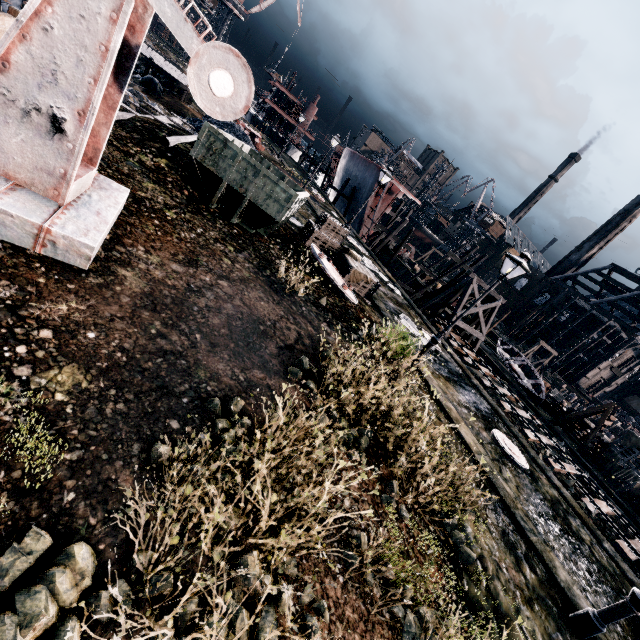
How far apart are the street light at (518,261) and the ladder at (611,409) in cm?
1912

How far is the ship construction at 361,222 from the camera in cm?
3572

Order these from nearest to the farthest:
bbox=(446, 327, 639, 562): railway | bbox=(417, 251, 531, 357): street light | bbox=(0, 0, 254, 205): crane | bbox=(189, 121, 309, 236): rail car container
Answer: bbox=(0, 0, 254, 205): crane, bbox=(189, 121, 309, 236): rail car container, bbox=(417, 251, 531, 357): street light, bbox=(446, 327, 639, 562): railway

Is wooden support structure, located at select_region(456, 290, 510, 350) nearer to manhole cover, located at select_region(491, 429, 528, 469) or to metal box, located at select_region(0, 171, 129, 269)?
manhole cover, located at select_region(491, 429, 528, 469)

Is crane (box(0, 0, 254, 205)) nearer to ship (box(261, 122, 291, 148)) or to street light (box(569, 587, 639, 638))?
street light (box(569, 587, 639, 638))

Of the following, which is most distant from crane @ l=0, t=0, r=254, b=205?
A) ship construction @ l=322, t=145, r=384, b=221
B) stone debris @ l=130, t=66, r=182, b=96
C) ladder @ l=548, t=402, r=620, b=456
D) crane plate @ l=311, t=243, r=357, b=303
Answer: ship construction @ l=322, t=145, r=384, b=221

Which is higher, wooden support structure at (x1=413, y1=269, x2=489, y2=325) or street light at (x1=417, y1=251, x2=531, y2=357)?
street light at (x1=417, y1=251, x2=531, y2=357)

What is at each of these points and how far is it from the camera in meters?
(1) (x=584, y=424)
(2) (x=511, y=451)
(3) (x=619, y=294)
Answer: (1) wooden chest, 25.6 m
(2) manhole cover, 13.0 m
(3) wood roof frame, 59.7 m
